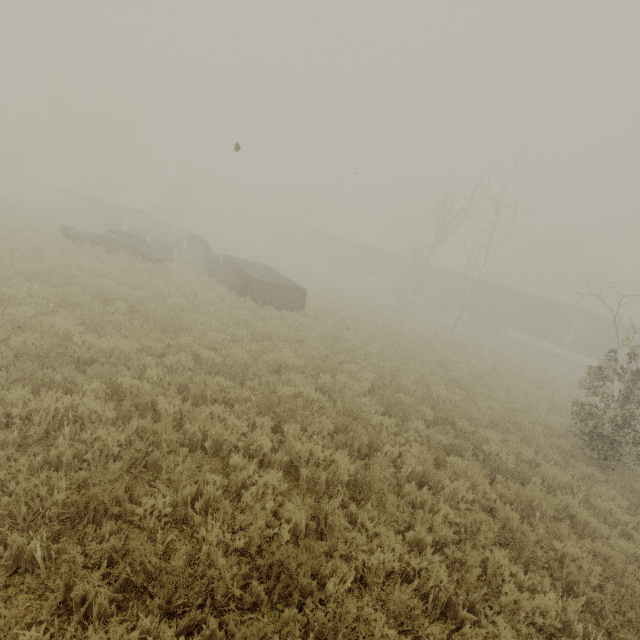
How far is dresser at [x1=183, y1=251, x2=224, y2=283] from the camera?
17.1m

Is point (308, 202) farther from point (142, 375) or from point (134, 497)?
point (134, 497)

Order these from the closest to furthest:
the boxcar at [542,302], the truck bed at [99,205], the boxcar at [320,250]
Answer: the truck bed at [99,205] → the boxcar at [542,302] → the boxcar at [320,250]

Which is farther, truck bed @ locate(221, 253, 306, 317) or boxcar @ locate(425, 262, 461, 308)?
boxcar @ locate(425, 262, 461, 308)

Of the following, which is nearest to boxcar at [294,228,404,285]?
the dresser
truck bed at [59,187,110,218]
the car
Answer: truck bed at [59,187,110,218]

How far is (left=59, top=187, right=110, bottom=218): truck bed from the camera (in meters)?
26.70

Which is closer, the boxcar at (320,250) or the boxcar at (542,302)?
the boxcar at (542,302)

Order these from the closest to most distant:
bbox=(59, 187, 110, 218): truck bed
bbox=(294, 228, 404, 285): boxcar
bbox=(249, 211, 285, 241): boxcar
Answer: bbox=(59, 187, 110, 218): truck bed
bbox=(294, 228, 404, 285): boxcar
bbox=(249, 211, 285, 241): boxcar
